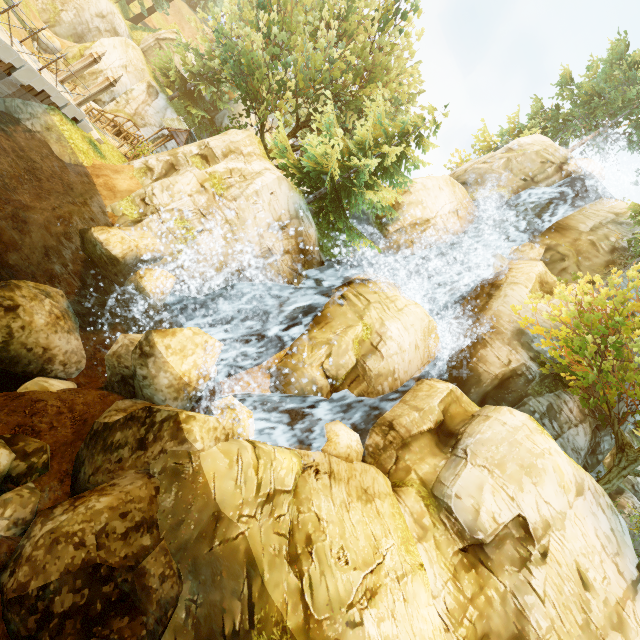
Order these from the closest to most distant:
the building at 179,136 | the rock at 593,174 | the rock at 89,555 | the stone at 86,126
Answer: the rock at 89,555 → the stone at 86,126 → the rock at 593,174 → the building at 179,136

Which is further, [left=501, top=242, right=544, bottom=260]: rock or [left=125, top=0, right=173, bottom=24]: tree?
[left=125, top=0, right=173, bottom=24]: tree

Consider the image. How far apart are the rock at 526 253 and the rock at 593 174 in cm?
871

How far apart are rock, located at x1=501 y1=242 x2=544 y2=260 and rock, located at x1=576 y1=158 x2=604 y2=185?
8.7 meters

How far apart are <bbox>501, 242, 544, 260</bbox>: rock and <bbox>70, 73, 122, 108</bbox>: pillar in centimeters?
2353cm

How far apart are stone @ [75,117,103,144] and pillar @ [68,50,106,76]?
0.9m

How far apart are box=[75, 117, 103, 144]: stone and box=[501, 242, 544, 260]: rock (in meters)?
24.90

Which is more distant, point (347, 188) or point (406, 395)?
point (347, 188)
